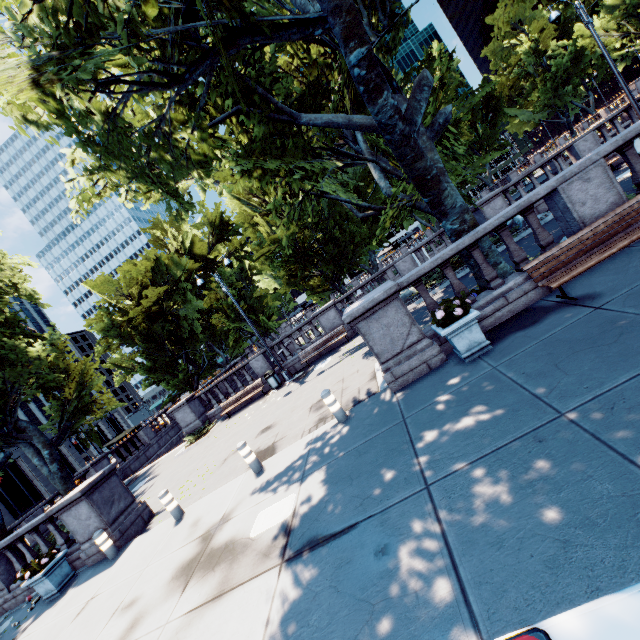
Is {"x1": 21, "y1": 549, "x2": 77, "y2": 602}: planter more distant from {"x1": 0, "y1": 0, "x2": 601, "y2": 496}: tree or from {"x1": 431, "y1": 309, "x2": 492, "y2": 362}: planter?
{"x1": 431, "y1": 309, "x2": 492, "y2": 362}: planter

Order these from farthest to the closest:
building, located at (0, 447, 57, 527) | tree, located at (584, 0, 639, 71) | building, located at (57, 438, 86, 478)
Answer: building, located at (57, 438, 86, 478) < tree, located at (584, 0, 639, 71) < building, located at (0, 447, 57, 527)

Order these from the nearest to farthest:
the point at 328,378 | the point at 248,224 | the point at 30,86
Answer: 1. the point at 30,86
2. the point at 328,378
3. the point at 248,224

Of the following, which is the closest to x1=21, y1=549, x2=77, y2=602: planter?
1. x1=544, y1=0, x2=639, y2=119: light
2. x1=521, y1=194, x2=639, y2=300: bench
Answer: x1=521, y1=194, x2=639, y2=300: bench

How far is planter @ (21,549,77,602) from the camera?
8.9m

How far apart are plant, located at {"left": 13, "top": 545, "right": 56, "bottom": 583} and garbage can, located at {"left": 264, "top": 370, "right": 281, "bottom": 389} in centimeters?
998cm

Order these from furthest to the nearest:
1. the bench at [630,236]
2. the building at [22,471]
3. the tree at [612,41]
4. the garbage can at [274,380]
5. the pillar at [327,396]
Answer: the tree at [612,41] < the building at [22,471] < the garbage can at [274,380] < the pillar at [327,396] < the bench at [630,236]

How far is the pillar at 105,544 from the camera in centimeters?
892cm
